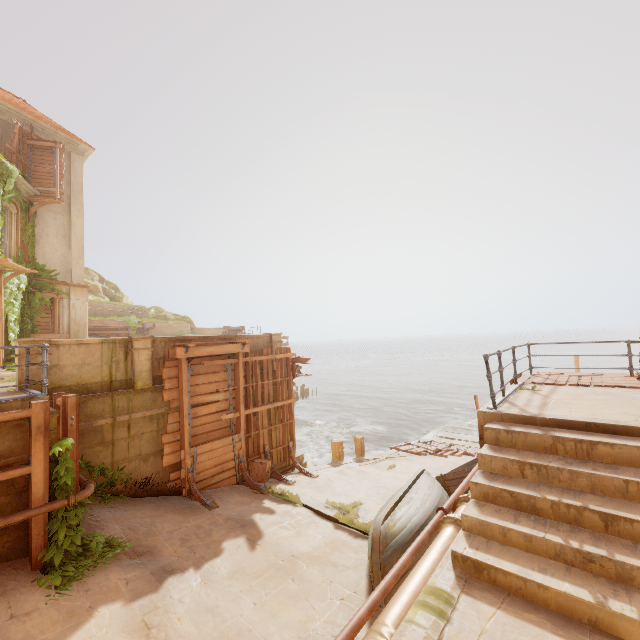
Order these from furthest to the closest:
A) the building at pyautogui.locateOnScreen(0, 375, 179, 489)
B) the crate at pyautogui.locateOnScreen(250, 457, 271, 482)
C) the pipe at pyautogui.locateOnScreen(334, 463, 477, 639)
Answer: the crate at pyautogui.locateOnScreen(250, 457, 271, 482)
the building at pyautogui.locateOnScreen(0, 375, 179, 489)
the pipe at pyautogui.locateOnScreen(334, 463, 477, 639)

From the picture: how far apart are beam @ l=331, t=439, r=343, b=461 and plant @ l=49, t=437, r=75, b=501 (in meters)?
9.32

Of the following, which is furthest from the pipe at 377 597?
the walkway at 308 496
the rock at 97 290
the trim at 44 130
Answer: the rock at 97 290

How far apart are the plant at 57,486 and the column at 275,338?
6.6 meters

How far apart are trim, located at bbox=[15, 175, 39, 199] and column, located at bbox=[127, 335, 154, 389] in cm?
1200

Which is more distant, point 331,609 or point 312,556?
point 312,556

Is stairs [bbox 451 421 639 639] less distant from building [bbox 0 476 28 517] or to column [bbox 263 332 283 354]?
building [bbox 0 476 28 517]

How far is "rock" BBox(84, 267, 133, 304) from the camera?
33.19m
